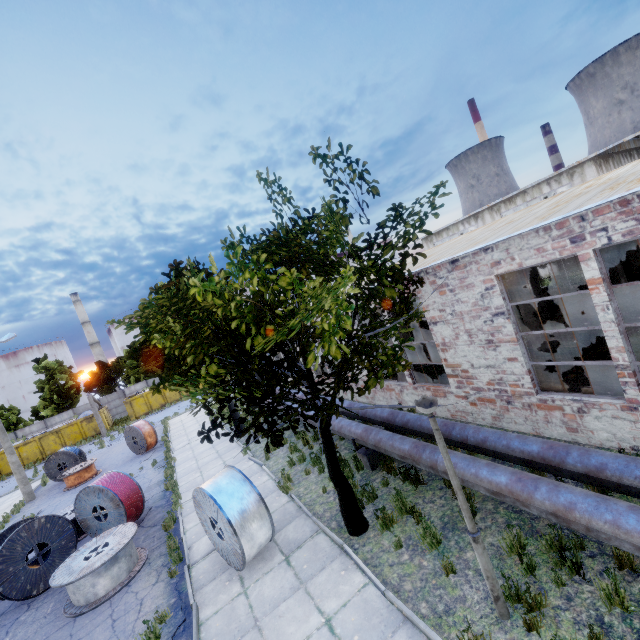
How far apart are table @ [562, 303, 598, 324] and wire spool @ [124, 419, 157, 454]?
24.12m

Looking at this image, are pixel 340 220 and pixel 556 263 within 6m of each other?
no

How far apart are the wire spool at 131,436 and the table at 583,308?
24.12m

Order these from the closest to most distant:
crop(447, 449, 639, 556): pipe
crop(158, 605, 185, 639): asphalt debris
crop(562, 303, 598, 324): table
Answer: crop(447, 449, 639, 556): pipe
crop(158, 605, 185, 639): asphalt debris
crop(562, 303, 598, 324): table

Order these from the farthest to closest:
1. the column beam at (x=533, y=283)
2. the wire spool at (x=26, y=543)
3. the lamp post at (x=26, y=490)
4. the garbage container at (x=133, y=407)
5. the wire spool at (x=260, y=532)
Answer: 1. the garbage container at (x=133, y=407)
2. the lamp post at (x=26, y=490)
3. the column beam at (x=533, y=283)
4. the wire spool at (x=26, y=543)
5. the wire spool at (x=260, y=532)

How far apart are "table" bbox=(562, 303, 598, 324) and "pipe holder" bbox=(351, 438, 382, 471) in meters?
10.1 m

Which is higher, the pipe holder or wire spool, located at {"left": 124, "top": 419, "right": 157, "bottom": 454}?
wire spool, located at {"left": 124, "top": 419, "right": 157, "bottom": 454}

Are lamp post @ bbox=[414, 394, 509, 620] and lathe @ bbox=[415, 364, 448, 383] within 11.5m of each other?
yes
